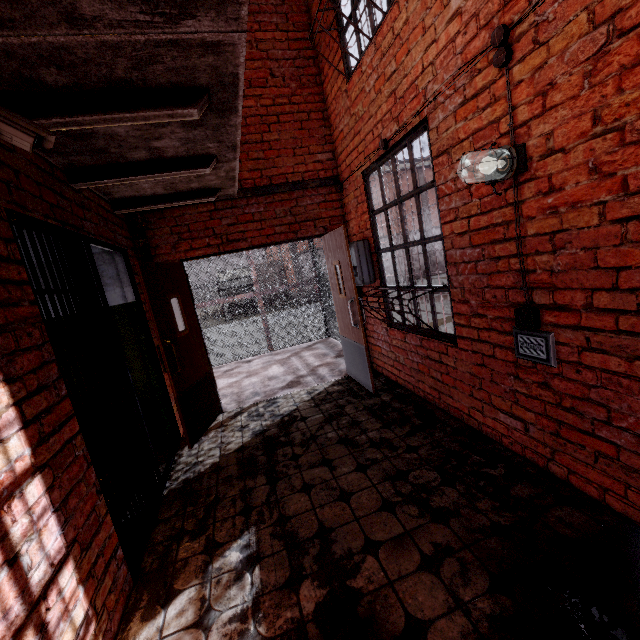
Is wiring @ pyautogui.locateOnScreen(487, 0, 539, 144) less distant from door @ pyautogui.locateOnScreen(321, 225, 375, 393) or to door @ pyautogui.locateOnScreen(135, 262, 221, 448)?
door @ pyautogui.locateOnScreen(321, 225, 375, 393)

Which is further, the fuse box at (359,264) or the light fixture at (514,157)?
the fuse box at (359,264)

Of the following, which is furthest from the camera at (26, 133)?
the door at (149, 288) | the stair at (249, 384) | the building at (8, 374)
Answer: the stair at (249, 384)

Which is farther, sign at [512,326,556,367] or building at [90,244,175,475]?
building at [90,244,175,475]

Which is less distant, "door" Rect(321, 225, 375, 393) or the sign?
the sign

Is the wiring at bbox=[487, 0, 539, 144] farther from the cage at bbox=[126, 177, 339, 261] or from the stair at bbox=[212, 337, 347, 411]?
the stair at bbox=[212, 337, 347, 411]

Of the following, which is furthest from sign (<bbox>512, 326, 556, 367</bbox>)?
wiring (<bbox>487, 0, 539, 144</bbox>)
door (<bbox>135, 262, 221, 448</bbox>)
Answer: door (<bbox>135, 262, 221, 448</bbox>)

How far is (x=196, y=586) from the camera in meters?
2.0
